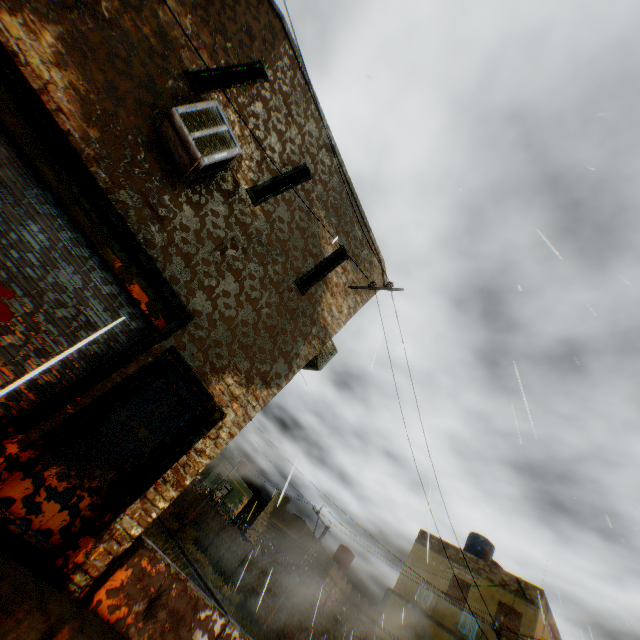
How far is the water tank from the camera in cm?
2806

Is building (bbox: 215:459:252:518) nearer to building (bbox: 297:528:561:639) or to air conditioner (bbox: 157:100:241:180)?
building (bbox: 297:528:561:639)

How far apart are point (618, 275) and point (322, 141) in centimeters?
732cm

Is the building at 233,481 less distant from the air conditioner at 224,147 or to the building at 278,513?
the building at 278,513

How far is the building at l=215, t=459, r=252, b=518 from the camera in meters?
39.8

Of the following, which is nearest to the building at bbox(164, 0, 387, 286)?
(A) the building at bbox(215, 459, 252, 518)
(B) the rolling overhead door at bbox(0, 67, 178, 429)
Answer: (B) the rolling overhead door at bbox(0, 67, 178, 429)

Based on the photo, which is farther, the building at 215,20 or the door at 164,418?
the building at 215,20

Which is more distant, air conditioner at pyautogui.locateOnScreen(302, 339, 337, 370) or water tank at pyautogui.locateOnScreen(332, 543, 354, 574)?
water tank at pyautogui.locateOnScreen(332, 543, 354, 574)
